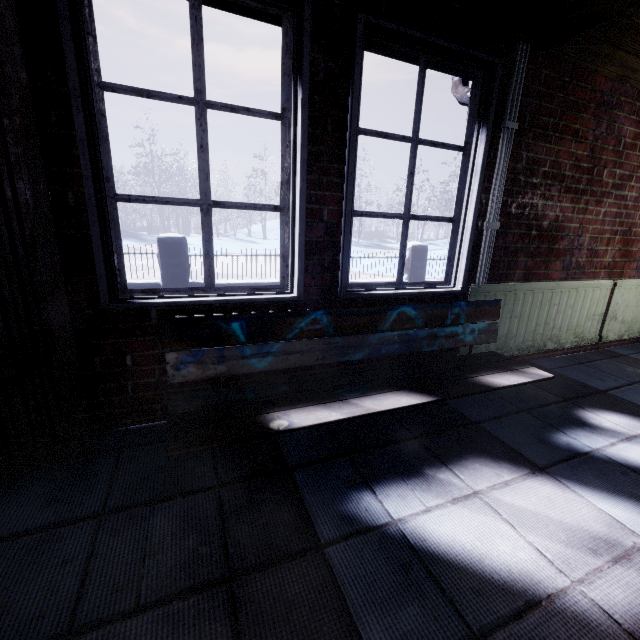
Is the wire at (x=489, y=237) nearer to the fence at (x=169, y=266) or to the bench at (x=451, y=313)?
the bench at (x=451, y=313)

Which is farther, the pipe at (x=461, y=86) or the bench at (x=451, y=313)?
the pipe at (x=461, y=86)

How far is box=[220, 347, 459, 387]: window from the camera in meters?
1.7

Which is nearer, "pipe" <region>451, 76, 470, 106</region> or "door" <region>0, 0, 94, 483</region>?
"door" <region>0, 0, 94, 483</region>

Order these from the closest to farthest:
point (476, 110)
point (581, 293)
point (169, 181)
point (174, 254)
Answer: point (476, 110), point (581, 293), point (174, 254), point (169, 181)

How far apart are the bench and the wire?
0.18m

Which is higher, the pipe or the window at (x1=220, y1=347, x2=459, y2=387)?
the pipe

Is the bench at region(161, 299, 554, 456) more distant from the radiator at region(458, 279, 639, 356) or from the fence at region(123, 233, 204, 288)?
the fence at region(123, 233, 204, 288)
